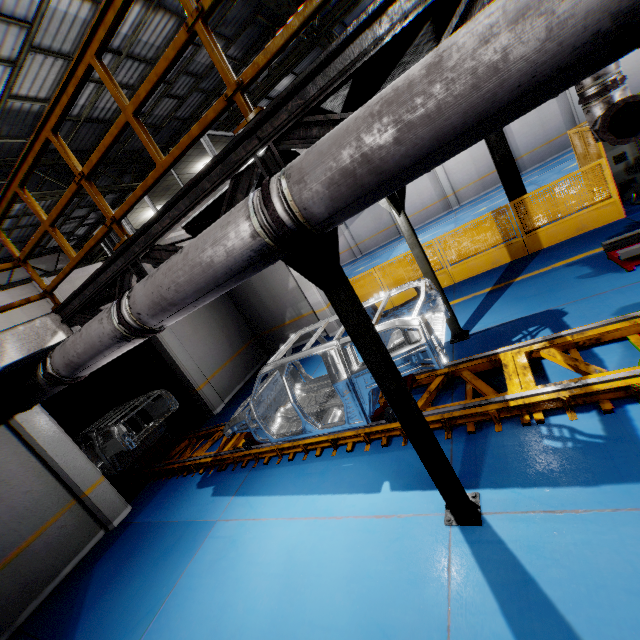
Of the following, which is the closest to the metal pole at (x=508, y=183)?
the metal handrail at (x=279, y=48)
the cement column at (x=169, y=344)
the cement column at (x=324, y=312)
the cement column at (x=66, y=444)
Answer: the metal handrail at (x=279, y=48)

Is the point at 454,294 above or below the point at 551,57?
below

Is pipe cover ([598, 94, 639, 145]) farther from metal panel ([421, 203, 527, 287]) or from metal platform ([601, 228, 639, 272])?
metal panel ([421, 203, 527, 287])

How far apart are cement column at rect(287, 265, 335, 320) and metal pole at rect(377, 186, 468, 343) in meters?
4.8

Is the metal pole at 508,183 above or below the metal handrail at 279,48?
below

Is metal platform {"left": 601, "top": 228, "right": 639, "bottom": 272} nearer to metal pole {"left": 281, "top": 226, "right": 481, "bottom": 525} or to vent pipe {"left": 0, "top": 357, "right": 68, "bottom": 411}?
metal pole {"left": 281, "top": 226, "right": 481, "bottom": 525}

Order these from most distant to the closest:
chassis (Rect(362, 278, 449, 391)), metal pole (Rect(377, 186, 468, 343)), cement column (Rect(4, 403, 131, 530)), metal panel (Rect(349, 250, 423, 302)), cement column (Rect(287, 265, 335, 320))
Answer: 1. cement column (Rect(287, 265, 335, 320))
2. metal panel (Rect(349, 250, 423, 302))
3. cement column (Rect(4, 403, 131, 530))
4. metal pole (Rect(377, 186, 468, 343))
5. chassis (Rect(362, 278, 449, 391))

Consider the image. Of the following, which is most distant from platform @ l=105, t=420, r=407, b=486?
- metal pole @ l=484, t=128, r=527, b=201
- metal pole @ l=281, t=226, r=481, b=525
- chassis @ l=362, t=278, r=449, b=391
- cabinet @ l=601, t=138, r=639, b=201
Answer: cabinet @ l=601, t=138, r=639, b=201
